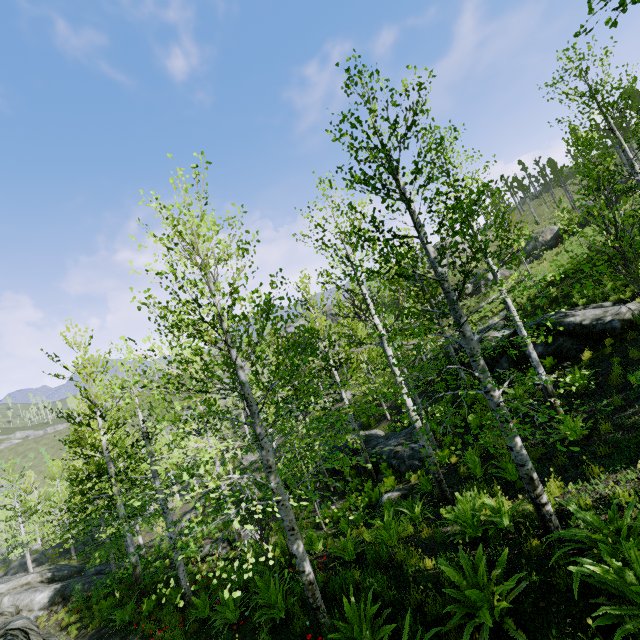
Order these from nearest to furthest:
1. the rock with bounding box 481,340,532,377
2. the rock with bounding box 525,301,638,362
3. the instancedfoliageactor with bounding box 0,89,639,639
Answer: the instancedfoliageactor with bounding box 0,89,639,639 → the rock with bounding box 525,301,638,362 → the rock with bounding box 481,340,532,377

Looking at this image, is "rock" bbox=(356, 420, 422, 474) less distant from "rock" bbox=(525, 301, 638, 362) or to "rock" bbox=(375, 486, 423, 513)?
"rock" bbox=(375, 486, 423, 513)

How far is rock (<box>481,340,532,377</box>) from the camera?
14.51m

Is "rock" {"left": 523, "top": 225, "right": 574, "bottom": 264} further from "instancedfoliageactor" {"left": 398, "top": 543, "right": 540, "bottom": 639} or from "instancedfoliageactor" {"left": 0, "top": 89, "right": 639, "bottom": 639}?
"instancedfoliageactor" {"left": 398, "top": 543, "right": 540, "bottom": 639}

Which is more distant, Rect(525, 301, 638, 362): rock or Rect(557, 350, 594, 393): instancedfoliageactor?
Rect(525, 301, 638, 362): rock

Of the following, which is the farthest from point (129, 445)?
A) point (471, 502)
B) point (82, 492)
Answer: point (471, 502)

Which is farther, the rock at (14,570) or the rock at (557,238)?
the rock at (557,238)

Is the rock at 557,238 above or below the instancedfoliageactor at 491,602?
above
